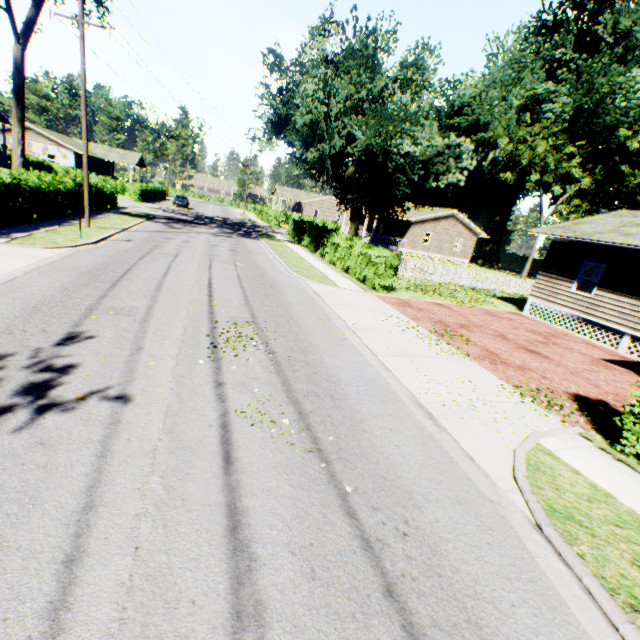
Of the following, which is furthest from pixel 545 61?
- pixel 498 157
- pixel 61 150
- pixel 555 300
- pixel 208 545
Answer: pixel 61 150

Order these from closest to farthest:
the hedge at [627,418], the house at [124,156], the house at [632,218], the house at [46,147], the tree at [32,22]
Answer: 1. the hedge at [627,418]
2. the house at [632,218]
3. the tree at [32,22]
4. the house at [46,147]
5. the house at [124,156]

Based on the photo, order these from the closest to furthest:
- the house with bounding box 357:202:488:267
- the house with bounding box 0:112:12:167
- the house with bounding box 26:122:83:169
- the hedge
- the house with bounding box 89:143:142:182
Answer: the hedge
the house with bounding box 0:112:12:167
the house with bounding box 357:202:488:267
the house with bounding box 26:122:83:169
the house with bounding box 89:143:142:182

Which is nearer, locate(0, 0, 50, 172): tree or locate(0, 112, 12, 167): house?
locate(0, 0, 50, 172): tree

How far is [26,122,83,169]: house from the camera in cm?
4253

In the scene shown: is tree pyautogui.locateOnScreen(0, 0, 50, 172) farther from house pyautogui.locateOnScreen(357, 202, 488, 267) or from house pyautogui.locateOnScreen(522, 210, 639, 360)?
house pyautogui.locateOnScreen(357, 202, 488, 267)

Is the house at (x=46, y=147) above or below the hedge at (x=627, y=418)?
above
